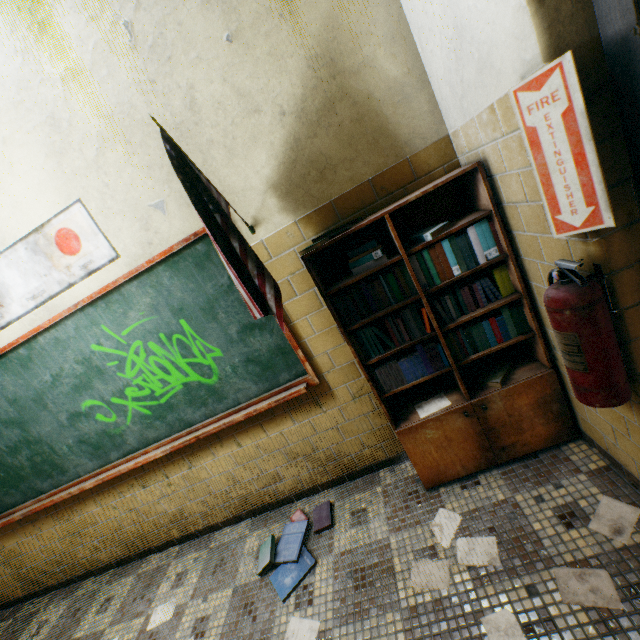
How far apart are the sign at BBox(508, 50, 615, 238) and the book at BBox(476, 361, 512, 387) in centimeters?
102cm

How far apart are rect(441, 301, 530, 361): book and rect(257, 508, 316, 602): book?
1.2 meters

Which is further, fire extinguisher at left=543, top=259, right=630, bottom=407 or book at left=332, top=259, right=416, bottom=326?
book at left=332, top=259, right=416, bottom=326

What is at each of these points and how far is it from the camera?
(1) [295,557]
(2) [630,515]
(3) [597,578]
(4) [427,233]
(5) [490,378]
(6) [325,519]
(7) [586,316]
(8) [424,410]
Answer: (1) book, 2.2m
(2) paper, 1.6m
(3) paper, 1.4m
(4) book, 1.7m
(5) book, 2.0m
(6) book, 2.4m
(7) fire extinguisher, 1.1m
(8) paper, 2.1m

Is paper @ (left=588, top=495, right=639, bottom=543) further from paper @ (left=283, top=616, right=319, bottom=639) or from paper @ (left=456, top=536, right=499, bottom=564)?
paper @ (left=283, top=616, right=319, bottom=639)

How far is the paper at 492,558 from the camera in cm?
168

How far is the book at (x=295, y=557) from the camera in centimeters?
208cm

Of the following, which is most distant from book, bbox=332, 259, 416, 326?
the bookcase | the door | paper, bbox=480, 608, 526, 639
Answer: paper, bbox=480, 608, 526, 639
